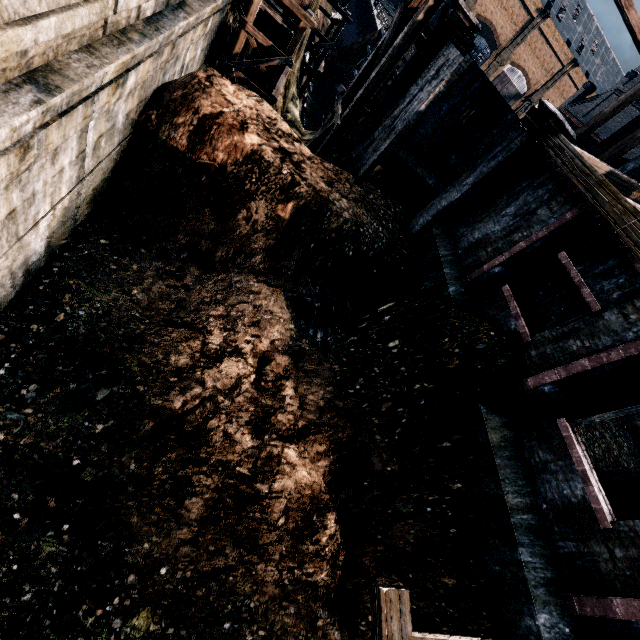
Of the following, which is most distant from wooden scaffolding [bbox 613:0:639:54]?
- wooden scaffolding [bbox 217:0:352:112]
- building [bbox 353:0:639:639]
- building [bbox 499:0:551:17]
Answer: building [bbox 499:0:551:17]

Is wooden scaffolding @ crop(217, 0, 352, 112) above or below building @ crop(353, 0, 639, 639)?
below

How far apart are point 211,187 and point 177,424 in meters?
8.0

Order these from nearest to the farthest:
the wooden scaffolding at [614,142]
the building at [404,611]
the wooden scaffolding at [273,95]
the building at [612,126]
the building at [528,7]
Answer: the building at [404,611] < the wooden scaffolding at [273,95] < the wooden scaffolding at [614,142] < the building at [612,126] < the building at [528,7]

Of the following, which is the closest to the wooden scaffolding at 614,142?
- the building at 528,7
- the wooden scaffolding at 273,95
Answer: the wooden scaffolding at 273,95

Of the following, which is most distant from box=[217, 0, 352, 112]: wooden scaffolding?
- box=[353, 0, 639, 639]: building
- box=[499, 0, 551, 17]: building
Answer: box=[499, 0, 551, 17]: building

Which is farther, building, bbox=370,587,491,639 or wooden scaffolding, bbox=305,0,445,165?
wooden scaffolding, bbox=305,0,445,165
